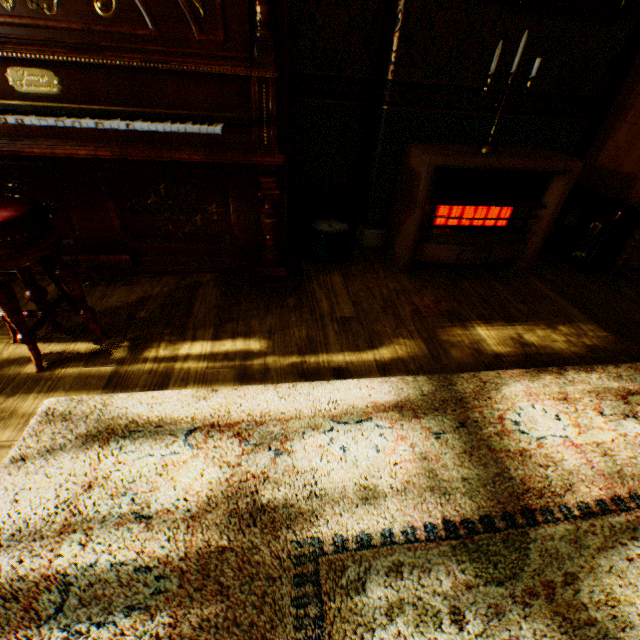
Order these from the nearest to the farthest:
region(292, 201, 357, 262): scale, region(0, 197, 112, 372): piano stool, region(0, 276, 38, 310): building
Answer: region(0, 197, 112, 372): piano stool < region(0, 276, 38, 310): building < region(292, 201, 357, 262): scale

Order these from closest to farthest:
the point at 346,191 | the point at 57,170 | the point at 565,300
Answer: the point at 57,170
the point at 565,300
the point at 346,191

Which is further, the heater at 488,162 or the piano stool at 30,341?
the heater at 488,162

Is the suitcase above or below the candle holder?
below

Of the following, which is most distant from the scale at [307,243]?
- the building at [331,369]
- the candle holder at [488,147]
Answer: the candle holder at [488,147]

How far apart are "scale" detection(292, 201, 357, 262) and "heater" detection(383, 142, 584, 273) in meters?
0.3 m

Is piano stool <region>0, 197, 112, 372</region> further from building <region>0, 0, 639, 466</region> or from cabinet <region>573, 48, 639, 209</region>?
cabinet <region>573, 48, 639, 209</region>

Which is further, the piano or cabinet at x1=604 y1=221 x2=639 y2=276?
cabinet at x1=604 y1=221 x2=639 y2=276
